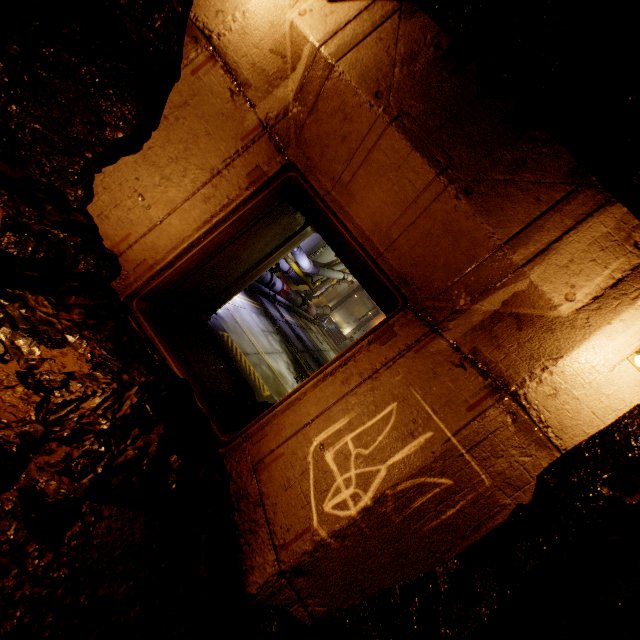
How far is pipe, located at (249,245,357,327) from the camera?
13.0m

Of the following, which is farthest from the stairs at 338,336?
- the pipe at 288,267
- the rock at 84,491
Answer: the rock at 84,491

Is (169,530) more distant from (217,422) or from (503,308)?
(503,308)

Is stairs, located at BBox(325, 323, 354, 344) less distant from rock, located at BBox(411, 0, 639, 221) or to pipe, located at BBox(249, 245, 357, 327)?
pipe, located at BBox(249, 245, 357, 327)

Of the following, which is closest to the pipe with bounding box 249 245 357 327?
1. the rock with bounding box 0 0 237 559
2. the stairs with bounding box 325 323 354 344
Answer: the stairs with bounding box 325 323 354 344

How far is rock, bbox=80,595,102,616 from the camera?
1.38m
